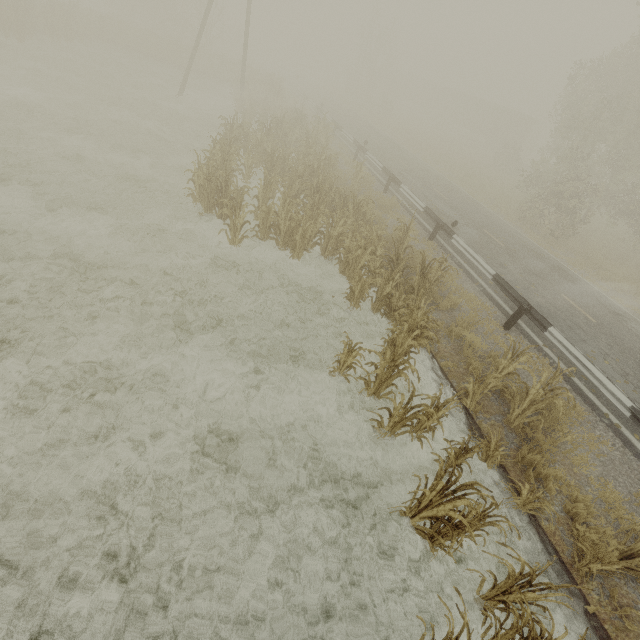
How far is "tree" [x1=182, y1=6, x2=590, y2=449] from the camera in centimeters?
609cm

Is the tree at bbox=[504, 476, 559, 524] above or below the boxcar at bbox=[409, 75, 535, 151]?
below

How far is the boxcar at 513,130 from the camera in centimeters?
4206cm

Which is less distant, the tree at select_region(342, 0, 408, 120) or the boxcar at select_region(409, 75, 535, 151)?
the tree at select_region(342, 0, 408, 120)

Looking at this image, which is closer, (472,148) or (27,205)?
(27,205)

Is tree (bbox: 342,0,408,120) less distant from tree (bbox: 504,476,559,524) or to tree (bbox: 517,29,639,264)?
tree (bbox: 517,29,639,264)

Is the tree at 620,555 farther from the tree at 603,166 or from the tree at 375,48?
the tree at 375,48

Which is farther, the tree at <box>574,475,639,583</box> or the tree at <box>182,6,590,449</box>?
the tree at <box>182,6,590,449</box>
